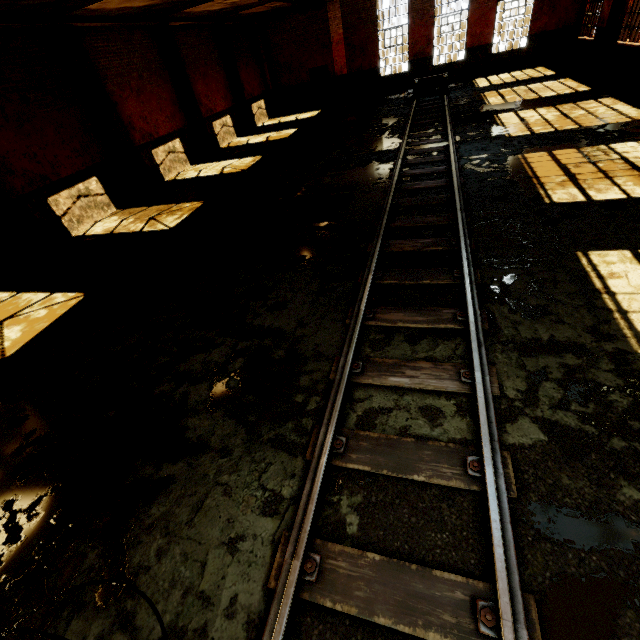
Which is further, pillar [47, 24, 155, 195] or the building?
the building

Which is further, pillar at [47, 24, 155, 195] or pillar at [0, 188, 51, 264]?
pillar at [47, 24, 155, 195]

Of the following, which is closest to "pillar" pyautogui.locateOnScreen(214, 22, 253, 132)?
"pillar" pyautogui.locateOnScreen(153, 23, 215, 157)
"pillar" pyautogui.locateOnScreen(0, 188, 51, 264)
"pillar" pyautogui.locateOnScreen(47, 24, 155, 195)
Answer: "pillar" pyautogui.locateOnScreen(153, 23, 215, 157)

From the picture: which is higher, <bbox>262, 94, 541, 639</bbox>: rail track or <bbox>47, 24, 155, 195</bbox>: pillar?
<bbox>47, 24, 155, 195</bbox>: pillar

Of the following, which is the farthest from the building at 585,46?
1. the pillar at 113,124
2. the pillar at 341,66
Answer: the pillar at 113,124

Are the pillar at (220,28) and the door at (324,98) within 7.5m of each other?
yes

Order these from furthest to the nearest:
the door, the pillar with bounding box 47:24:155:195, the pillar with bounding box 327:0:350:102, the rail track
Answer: the door < the pillar with bounding box 327:0:350:102 < the pillar with bounding box 47:24:155:195 < the rail track

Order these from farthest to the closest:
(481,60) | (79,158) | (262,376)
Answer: (481,60) < (79,158) < (262,376)
